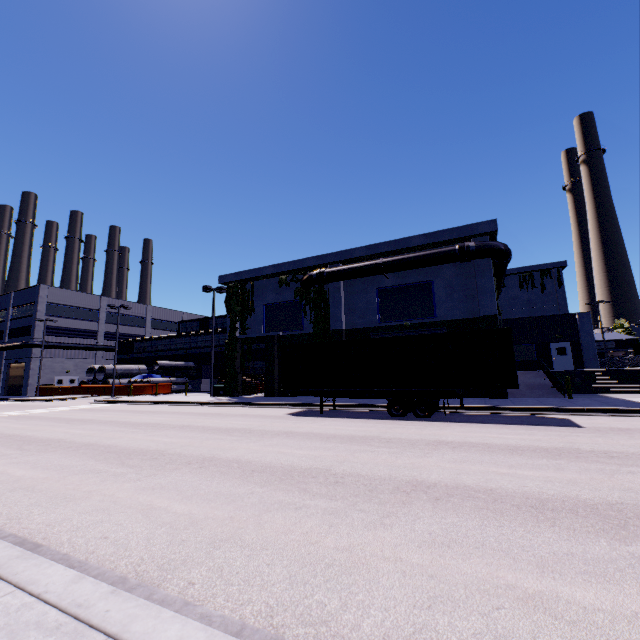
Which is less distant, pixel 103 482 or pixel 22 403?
pixel 103 482

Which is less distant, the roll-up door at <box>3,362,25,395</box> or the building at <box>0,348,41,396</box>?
the building at <box>0,348,41,396</box>

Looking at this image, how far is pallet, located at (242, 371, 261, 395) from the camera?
30.0m

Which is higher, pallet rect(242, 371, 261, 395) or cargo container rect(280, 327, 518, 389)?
cargo container rect(280, 327, 518, 389)

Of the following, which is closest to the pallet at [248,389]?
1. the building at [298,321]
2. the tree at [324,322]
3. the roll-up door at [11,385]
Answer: the building at [298,321]

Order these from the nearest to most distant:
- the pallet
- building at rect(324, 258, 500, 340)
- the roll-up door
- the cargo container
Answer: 1. the cargo container
2. building at rect(324, 258, 500, 340)
3. the pallet
4. the roll-up door

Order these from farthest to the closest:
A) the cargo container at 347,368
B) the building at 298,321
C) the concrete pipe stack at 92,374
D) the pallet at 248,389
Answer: the concrete pipe stack at 92,374
the pallet at 248,389
the building at 298,321
the cargo container at 347,368

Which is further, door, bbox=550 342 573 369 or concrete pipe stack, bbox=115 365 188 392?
concrete pipe stack, bbox=115 365 188 392
